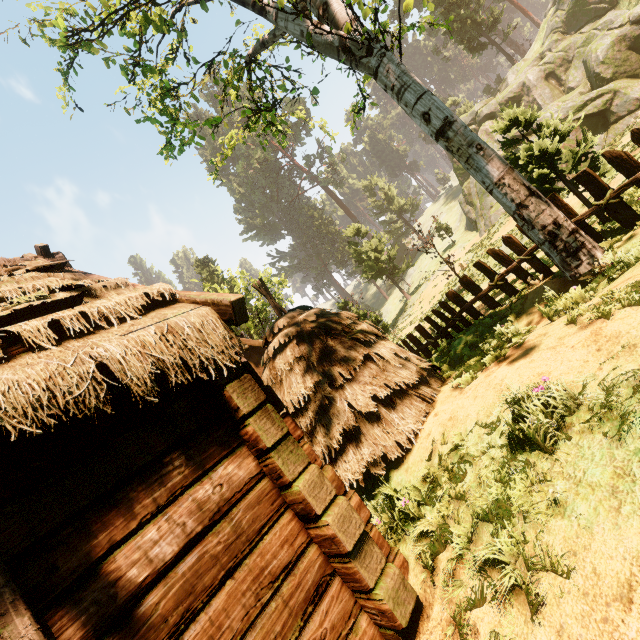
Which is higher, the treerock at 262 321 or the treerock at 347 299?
the treerock at 262 321

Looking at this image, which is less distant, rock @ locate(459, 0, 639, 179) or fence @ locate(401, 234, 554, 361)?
fence @ locate(401, 234, 554, 361)

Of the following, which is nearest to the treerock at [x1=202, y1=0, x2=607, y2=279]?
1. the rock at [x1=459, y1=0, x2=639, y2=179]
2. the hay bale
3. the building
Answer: the building

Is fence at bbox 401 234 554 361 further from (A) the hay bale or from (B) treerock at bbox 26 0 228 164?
(A) the hay bale

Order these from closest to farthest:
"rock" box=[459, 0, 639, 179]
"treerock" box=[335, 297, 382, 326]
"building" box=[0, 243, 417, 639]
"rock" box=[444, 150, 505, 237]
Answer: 1. "building" box=[0, 243, 417, 639]
2. "rock" box=[459, 0, 639, 179]
3. "treerock" box=[335, 297, 382, 326]
4. "rock" box=[444, 150, 505, 237]

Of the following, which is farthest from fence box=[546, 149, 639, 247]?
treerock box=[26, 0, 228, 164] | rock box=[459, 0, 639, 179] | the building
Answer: rock box=[459, 0, 639, 179]

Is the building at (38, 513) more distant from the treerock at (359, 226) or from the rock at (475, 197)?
the rock at (475, 197)

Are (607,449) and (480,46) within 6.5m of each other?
no
